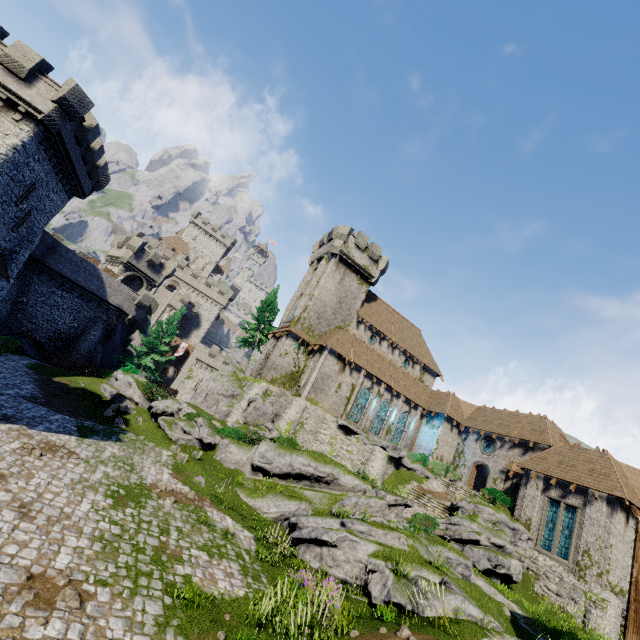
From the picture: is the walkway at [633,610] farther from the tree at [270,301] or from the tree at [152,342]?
the tree at [270,301]

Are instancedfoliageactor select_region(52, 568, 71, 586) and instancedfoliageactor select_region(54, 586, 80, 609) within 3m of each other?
yes

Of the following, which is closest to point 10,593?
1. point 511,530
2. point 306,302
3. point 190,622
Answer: point 190,622

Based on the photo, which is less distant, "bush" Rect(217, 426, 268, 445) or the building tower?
"bush" Rect(217, 426, 268, 445)

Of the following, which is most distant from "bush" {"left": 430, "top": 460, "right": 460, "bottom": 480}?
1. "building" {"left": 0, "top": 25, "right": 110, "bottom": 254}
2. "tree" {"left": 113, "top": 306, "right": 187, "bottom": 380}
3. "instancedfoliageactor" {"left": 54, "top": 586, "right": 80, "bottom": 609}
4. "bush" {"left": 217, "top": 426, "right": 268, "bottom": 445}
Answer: "building" {"left": 0, "top": 25, "right": 110, "bottom": 254}

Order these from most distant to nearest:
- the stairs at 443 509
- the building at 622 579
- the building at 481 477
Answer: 1. the building at 481 477
2. the stairs at 443 509
3. the building at 622 579

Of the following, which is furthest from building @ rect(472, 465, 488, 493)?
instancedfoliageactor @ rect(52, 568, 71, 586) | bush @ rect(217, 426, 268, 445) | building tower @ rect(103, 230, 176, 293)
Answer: instancedfoliageactor @ rect(52, 568, 71, 586)

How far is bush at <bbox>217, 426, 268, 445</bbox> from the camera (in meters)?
21.66
